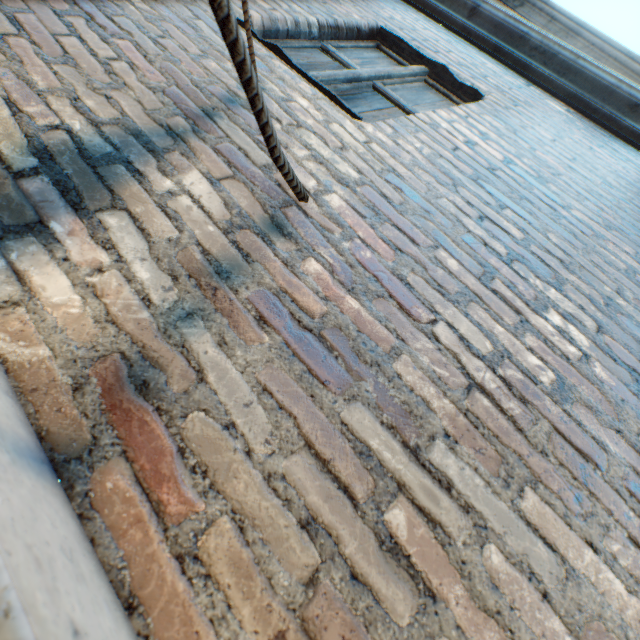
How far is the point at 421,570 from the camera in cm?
58
